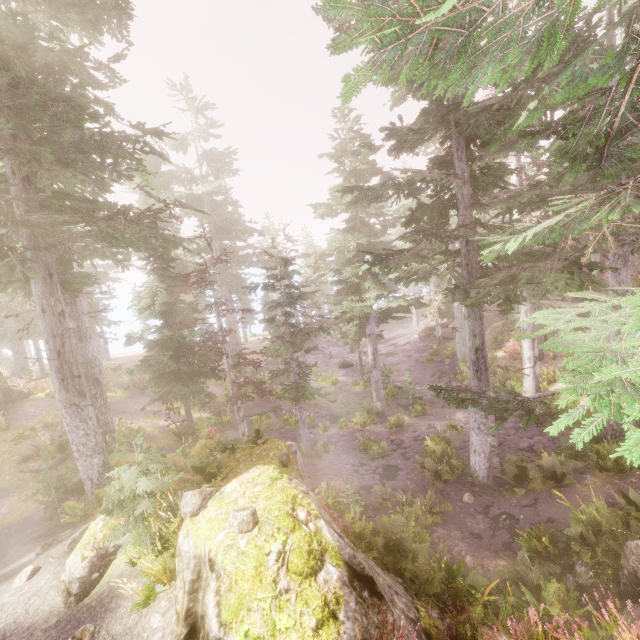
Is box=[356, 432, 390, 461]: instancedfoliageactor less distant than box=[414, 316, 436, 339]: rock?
Yes

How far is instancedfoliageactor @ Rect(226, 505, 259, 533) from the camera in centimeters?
484cm

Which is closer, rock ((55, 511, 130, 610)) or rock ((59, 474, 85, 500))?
rock ((55, 511, 130, 610))

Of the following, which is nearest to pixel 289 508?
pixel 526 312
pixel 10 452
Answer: pixel 526 312

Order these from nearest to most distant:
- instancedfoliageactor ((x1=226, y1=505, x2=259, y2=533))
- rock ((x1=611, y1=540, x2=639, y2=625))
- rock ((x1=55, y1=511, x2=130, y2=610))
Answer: instancedfoliageactor ((x1=226, y1=505, x2=259, y2=533)), rock ((x1=55, y1=511, x2=130, y2=610)), rock ((x1=611, y1=540, x2=639, y2=625))

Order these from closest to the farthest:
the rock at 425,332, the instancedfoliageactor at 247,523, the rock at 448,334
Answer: the instancedfoliageactor at 247,523
the rock at 448,334
the rock at 425,332

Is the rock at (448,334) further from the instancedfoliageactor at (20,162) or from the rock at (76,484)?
the rock at (76,484)

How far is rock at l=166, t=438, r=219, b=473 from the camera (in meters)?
11.73
